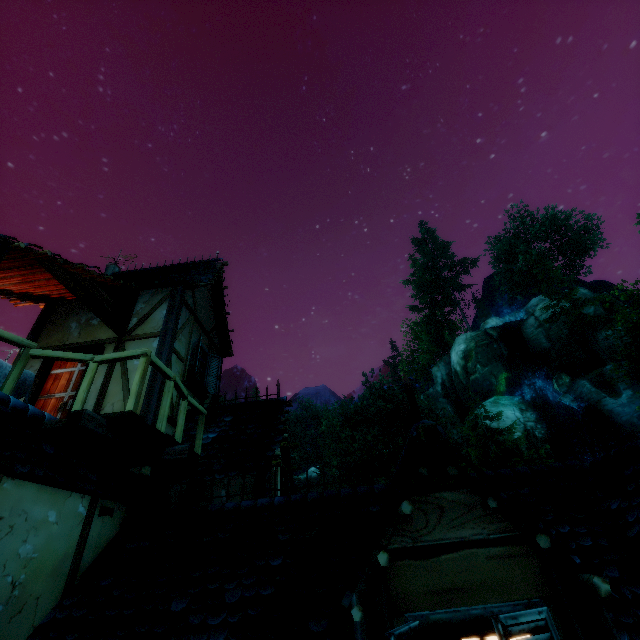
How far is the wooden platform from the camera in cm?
369

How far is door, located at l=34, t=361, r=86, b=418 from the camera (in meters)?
6.22

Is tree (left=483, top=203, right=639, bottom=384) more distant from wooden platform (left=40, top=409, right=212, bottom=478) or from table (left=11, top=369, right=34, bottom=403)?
wooden platform (left=40, top=409, right=212, bottom=478)

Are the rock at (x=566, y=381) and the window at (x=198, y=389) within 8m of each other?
no

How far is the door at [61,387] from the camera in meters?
6.2

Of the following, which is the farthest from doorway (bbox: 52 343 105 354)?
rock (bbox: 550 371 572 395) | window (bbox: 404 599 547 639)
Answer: rock (bbox: 550 371 572 395)

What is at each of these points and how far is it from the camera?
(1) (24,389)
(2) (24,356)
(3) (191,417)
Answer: (1) table, 4.6 meters
(2) rail, 4.1 meters
(3) building, 7.3 meters

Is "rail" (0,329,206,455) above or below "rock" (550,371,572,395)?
below
